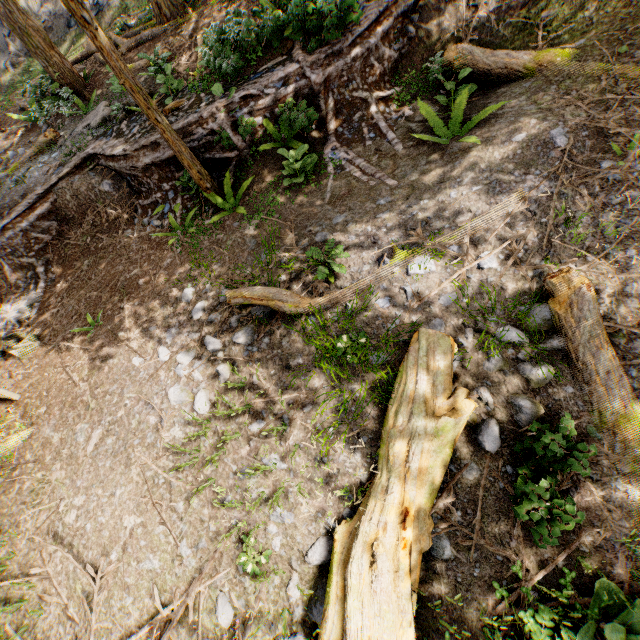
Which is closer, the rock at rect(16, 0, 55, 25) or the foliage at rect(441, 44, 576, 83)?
the foliage at rect(441, 44, 576, 83)

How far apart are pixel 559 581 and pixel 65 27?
32.49m

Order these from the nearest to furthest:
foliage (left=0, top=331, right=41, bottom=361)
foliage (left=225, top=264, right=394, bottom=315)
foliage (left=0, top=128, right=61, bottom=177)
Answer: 1. foliage (left=225, top=264, right=394, bottom=315)
2. foliage (left=0, top=331, right=41, bottom=361)
3. foliage (left=0, top=128, right=61, bottom=177)

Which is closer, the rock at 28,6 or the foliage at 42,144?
the foliage at 42,144

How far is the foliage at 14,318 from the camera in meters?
8.9 m

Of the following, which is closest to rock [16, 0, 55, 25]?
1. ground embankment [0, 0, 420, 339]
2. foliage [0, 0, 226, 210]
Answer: foliage [0, 0, 226, 210]

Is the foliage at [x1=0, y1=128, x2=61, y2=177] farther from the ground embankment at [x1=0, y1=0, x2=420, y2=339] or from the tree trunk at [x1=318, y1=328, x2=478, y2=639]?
the tree trunk at [x1=318, y1=328, x2=478, y2=639]

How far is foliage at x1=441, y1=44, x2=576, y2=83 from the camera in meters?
6.0
